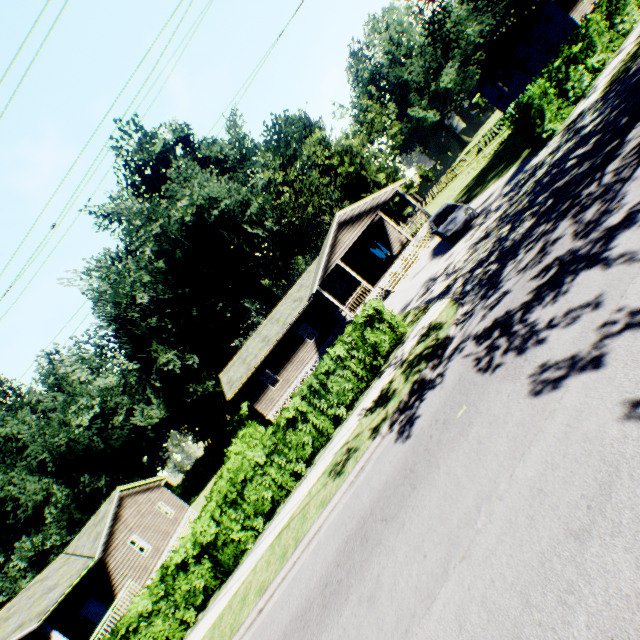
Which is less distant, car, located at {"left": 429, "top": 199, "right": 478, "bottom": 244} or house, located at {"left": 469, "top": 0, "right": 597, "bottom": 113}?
car, located at {"left": 429, "top": 199, "right": 478, "bottom": 244}

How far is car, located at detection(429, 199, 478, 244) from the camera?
16.14m

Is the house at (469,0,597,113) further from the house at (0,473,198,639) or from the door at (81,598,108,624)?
the door at (81,598,108,624)

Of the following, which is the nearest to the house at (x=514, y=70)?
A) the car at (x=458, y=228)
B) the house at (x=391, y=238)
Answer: the house at (x=391, y=238)

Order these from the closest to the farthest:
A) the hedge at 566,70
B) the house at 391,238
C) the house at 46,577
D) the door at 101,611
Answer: the hedge at 566,70 → the house at 46,577 → the door at 101,611 → the house at 391,238

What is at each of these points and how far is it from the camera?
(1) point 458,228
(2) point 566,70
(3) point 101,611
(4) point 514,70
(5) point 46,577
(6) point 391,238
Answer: (1) car, 16.3 meters
(2) hedge, 15.7 meters
(3) door, 19.2 meters
(4) house, 33.3 meters
(5) house, 19.8 meters
(6) house, 29.5 meters

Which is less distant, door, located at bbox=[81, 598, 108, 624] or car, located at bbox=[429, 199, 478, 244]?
car, located at bbox=[429, 199, 478, 244]

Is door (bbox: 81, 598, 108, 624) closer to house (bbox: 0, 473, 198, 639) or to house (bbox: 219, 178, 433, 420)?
house (bbox: 0, 473, 198, 639)
